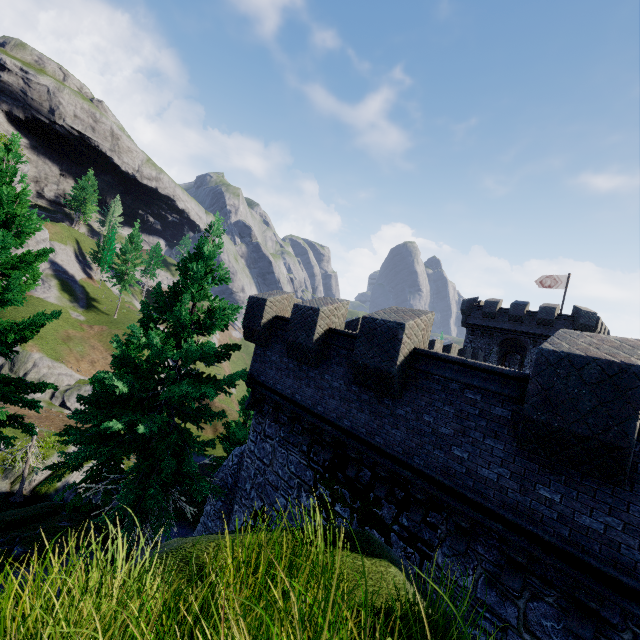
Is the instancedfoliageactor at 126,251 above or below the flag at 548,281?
below

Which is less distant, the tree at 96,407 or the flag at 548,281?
the tree at 96,407

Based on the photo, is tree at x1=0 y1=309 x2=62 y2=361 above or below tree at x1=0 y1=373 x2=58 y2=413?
above

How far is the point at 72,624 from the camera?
2.1 meters

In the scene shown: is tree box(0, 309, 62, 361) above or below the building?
below

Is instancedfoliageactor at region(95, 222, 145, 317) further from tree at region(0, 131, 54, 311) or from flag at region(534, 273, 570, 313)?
flag at region(534, 273, 570, 313)

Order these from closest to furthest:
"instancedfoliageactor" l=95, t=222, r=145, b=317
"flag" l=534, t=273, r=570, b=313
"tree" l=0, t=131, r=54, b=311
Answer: "tree" l=0, t=131, r=54, b=311
"flag" l=534, t=273, r=570, b=313
"instancedfoliageactor" l=95, t=222, r=145, b=317
